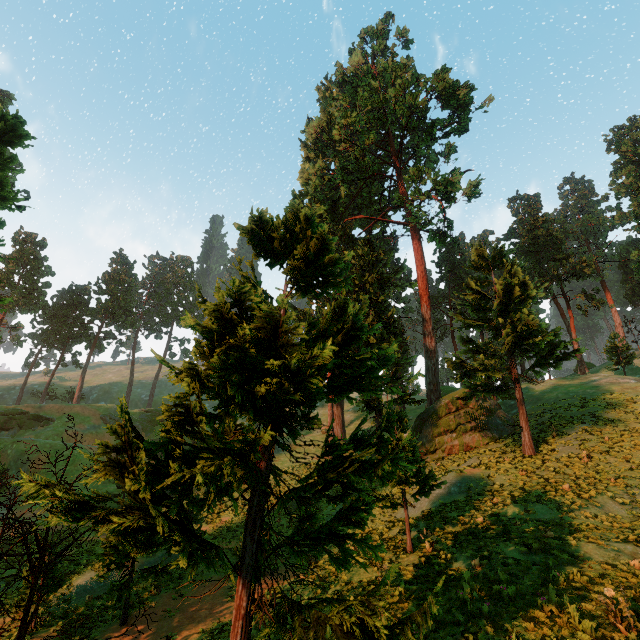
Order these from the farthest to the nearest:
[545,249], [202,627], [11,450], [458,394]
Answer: [545,249], [11,450], [458,394], [202,627]

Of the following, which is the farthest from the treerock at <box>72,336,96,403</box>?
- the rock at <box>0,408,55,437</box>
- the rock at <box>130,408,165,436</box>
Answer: the rock at <box>130,408,165,436</box>

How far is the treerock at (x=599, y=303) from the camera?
41.22m

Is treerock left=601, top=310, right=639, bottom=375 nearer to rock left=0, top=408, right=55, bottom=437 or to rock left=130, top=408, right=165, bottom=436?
rock left=0, top=408, right=55, bottom=437

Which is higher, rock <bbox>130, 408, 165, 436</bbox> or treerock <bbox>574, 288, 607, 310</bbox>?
treerock <bbox>574, 288, 607, 310</bbox>

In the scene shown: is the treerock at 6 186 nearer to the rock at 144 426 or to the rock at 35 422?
the rock at 35 422

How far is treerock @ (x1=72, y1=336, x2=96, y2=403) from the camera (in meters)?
54.81

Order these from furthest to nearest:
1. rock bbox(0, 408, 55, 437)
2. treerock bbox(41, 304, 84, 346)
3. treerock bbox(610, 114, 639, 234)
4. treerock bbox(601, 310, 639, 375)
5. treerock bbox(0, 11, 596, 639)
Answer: treerock bbox(41, 304, 84, 346)
rock bbox(0, 408, 55, 437)
treerock bbox(601, 310, 639, 375)
treerock bbox(610, 114, 639, 234)
treerock bbox(0, 11, 596, 639)
